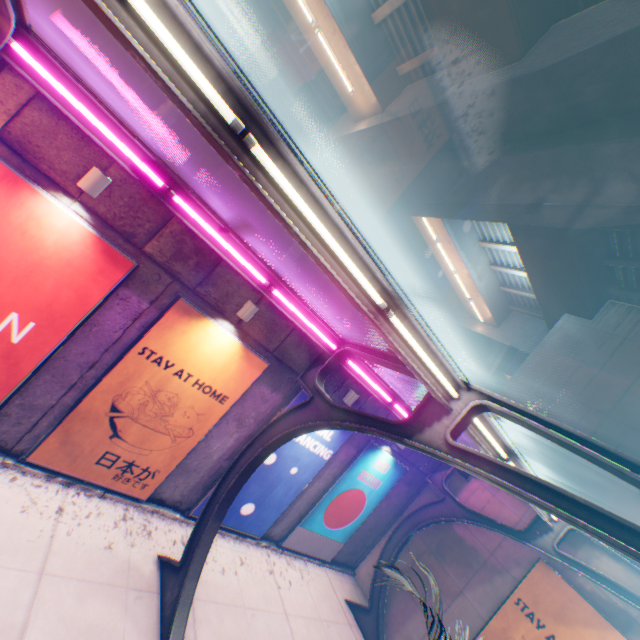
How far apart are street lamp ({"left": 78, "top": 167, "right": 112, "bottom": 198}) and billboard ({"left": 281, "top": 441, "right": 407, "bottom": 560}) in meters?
9.5

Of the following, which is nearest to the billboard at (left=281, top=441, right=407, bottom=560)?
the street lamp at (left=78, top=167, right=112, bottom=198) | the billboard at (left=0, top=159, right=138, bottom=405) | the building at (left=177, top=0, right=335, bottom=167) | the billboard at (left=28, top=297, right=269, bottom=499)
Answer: the billboard at (left=28, top=297, right=269, bottom=499)

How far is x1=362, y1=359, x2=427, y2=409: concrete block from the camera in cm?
981

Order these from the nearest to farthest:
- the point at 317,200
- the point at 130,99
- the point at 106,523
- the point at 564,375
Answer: the point at 317,200
the point at 130,99
the point at 106,523
the point at 564,375

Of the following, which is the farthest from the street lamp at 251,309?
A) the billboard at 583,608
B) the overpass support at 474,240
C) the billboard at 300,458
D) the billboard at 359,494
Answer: the billboard at 583,608

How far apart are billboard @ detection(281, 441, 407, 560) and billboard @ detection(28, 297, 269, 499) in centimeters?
471cm

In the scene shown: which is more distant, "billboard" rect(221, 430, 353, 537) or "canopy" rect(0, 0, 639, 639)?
"billboard" rect(221, 430, 353, 537)

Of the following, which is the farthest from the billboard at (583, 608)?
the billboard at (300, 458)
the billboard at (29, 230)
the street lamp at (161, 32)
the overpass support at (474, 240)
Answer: the billboard at (29, 230)
